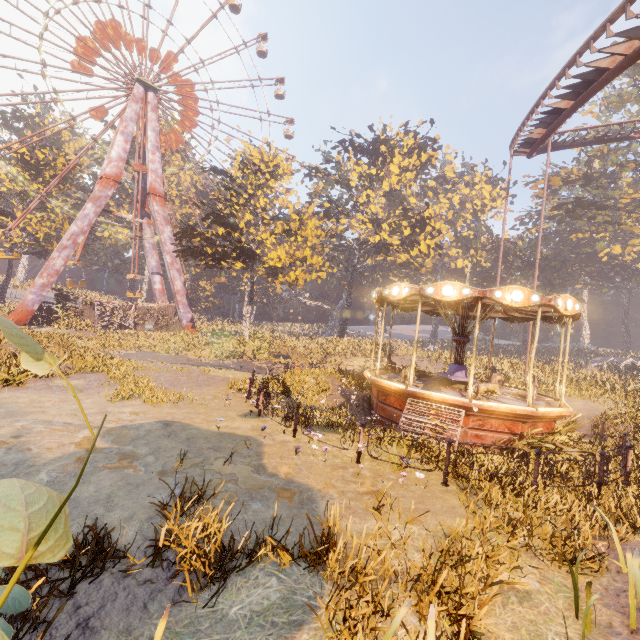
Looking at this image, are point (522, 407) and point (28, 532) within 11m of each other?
no

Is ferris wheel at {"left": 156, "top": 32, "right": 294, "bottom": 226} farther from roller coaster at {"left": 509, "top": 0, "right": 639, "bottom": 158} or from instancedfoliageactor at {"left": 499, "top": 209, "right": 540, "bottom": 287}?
roller coaster at {"left": 509, "top": 0, "right": 639, "bottom": 158}

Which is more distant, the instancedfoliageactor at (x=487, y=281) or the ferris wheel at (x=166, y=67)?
the instancedfoliageactor at (x=487, y=281)

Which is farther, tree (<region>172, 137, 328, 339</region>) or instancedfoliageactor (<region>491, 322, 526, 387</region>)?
tree (<region>172, 137, 328, 339</region>)

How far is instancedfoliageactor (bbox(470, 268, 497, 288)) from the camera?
48.3m

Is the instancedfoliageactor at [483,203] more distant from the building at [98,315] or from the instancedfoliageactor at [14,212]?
the instancedfoliageactor at [14,212]

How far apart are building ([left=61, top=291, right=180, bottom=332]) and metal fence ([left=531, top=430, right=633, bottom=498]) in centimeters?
3876cm

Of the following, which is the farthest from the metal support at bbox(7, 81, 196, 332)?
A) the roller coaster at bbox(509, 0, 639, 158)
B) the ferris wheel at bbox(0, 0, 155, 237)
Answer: the roller coaster at bbox(509, 0, 639, 158)
